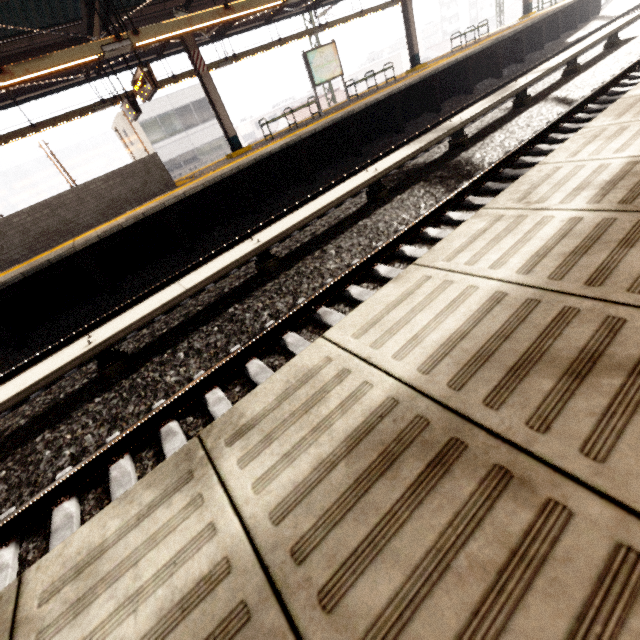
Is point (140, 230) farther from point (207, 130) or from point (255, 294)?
point (207, 130)

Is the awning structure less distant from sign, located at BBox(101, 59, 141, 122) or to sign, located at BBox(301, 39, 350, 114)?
sign, located at BBox(101, 59, 141, 122)

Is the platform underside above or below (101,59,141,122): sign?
below

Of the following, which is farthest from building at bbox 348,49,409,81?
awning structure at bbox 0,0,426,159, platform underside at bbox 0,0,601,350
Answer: platform underside at bbox 0,0,601,350

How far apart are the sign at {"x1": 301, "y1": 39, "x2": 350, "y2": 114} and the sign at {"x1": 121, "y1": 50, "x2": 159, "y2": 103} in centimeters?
602cm

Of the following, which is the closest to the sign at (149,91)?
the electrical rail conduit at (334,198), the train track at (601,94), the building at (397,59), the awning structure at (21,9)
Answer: the awning structure at (21,9)

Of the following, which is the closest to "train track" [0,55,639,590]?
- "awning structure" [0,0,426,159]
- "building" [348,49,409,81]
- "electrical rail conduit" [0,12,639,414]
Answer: "electrical rail conduit" [0,12,639,414]

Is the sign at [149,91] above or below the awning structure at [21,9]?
below
